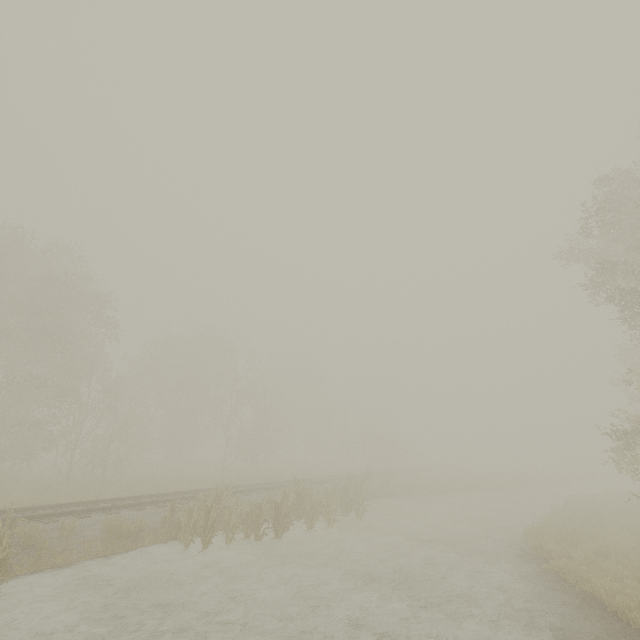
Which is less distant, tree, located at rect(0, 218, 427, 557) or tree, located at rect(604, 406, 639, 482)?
tree, located at rect(604, 406, 639, 482)

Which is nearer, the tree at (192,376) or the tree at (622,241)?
the tree at (622,241)

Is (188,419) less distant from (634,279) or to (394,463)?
(394,463)

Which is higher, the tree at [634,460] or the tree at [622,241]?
the tree at [622,241]

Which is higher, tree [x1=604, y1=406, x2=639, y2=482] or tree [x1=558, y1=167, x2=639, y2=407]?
tree [x1=558, y1=167, x2=639, y2=407]
